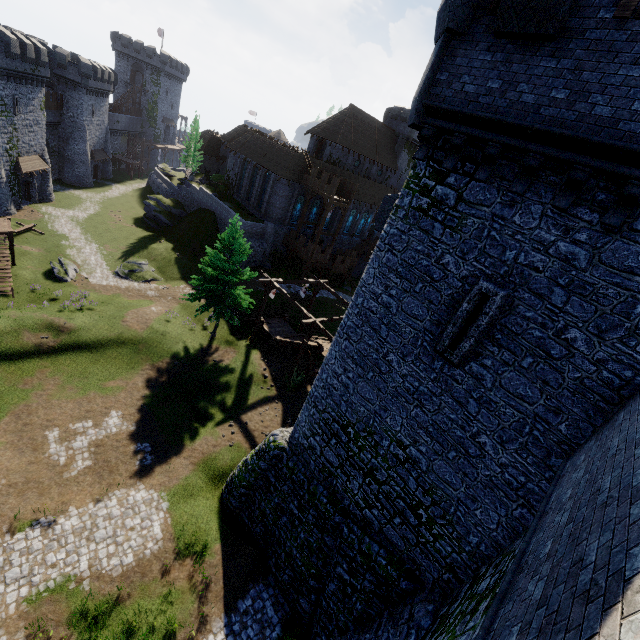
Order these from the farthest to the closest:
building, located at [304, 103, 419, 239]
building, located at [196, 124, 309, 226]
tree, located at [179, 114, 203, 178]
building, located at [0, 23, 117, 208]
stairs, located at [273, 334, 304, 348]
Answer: tree, located at [179, 114, 203, 178]
building, located at [304, 103, 419, 239]
building, located at [196, 124, 309, 226]
building, located at [0, 23, 117, 208]
stairs, located at [273, 334, 304, 348]

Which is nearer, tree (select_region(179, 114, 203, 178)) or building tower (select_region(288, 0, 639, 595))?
building tower (select_region(288, 0, 639, 595))

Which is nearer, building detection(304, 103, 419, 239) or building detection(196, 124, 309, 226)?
building detection(196, 124, 309, 226)

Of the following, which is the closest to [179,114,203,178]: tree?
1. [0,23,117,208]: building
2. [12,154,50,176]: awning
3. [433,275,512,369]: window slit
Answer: [0,23,117,208]: building

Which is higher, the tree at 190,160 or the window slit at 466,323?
the window slit at 466,323

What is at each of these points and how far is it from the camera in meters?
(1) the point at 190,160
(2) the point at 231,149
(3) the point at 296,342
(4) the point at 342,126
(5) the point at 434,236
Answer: (1) tree, 50.2 m
(2) building, 47.2 m
(3) stairs, 26.9 m
(4) building, 45.3 m
(5) building tower, 9.4 m

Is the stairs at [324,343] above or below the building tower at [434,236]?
below

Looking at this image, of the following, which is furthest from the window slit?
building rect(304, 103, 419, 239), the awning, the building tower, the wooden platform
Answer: the awning
